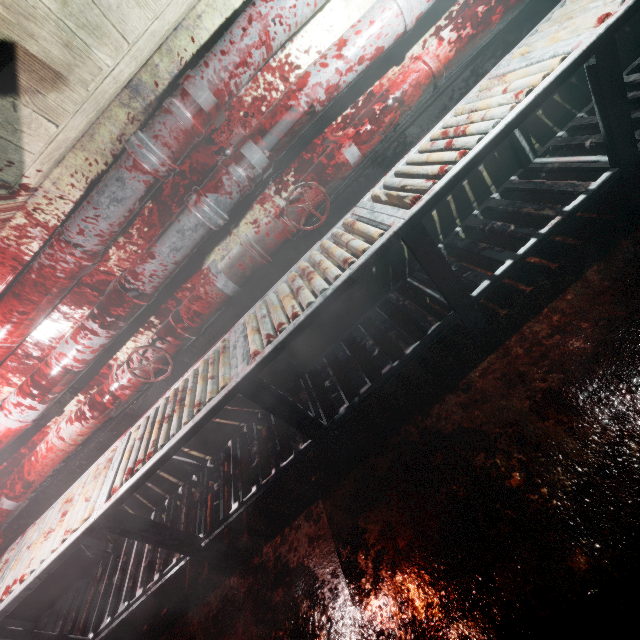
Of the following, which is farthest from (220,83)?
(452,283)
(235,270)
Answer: (452,283)

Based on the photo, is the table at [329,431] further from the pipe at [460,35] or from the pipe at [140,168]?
the pipe at [140,168]

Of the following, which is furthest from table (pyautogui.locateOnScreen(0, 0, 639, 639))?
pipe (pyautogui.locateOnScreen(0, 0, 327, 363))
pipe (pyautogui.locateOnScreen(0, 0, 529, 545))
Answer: pipe (pyautogui.locateOnScreen(0, 0, 327, 363))

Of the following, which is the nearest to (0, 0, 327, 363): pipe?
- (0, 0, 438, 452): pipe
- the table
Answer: (0, 0, 438, 452): pipe

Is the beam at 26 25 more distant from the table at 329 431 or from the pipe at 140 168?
the table at 329 431

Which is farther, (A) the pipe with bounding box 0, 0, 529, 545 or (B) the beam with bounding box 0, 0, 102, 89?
(A) the pipe with bounding box 0, 0, 529, 545

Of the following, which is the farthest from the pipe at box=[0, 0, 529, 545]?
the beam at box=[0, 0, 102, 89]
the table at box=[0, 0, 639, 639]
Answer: the beam at box=[0, 0, 102, 89]

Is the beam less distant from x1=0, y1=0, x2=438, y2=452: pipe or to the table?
x1=0, y1=0, x2=438, y2=452: pipe
